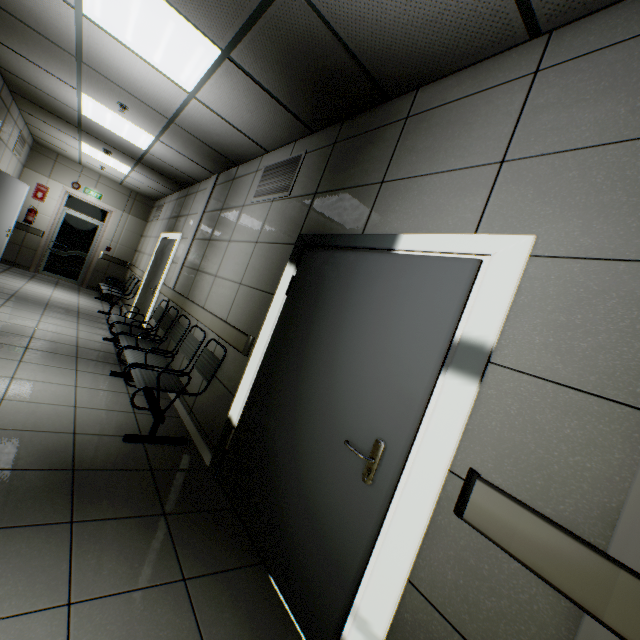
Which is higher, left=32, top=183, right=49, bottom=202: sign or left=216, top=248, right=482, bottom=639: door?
left=32, top=183, right=49, bottom=202: sign

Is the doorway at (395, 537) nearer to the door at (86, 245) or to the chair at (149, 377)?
the chair at (149, 377)

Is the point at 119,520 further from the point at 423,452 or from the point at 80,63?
the point at 80,63

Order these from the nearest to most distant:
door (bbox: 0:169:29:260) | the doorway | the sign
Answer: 1. the doorway
2. door (bbox: 0:169:29:260)
3. the sign

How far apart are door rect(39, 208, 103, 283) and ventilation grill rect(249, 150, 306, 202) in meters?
8.2

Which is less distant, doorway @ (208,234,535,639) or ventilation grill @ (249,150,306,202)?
doorway @ (208,234,535,639)

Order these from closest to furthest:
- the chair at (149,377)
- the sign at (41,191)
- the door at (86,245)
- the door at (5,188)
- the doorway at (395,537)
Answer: the doorway at (395,537), the chair at (149,377), the door at (5,188), the sign at (41,191), the door at (86,245)

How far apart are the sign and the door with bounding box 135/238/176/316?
4.3 meters
